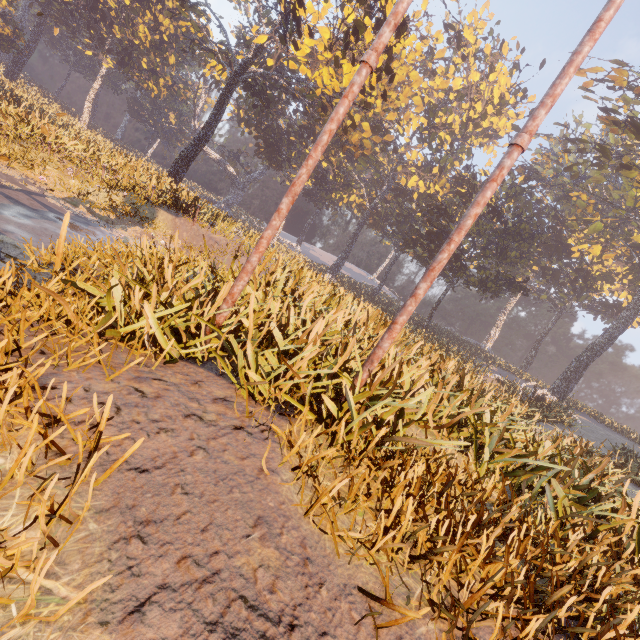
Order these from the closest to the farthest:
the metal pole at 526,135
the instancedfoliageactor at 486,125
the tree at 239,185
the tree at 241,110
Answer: the instancedfoliageactor at 486,125 < the metal pole at 526,135 < the tree at 241,110 < the tree at 239,185

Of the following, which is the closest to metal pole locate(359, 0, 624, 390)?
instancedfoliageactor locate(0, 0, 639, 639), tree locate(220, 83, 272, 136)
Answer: instancedfoliageactor locate(0, 0, 639, 639)

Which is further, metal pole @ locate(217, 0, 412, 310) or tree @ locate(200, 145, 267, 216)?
tree @ locate(200, 145, 267, 216)

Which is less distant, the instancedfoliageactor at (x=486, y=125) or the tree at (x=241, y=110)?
the instancedfoliageactor at (x=486, y=125)

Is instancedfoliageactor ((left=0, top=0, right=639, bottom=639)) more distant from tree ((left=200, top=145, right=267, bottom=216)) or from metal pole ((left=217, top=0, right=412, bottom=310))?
tree ((left=200, top=145, right=267, bottom=216))

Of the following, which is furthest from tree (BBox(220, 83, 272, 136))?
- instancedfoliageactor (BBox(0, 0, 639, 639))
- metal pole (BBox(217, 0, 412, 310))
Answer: metal pole (BBox(217, 0, 412, 310))

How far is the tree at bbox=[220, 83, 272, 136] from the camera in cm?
4159

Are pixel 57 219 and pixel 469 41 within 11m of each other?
no
